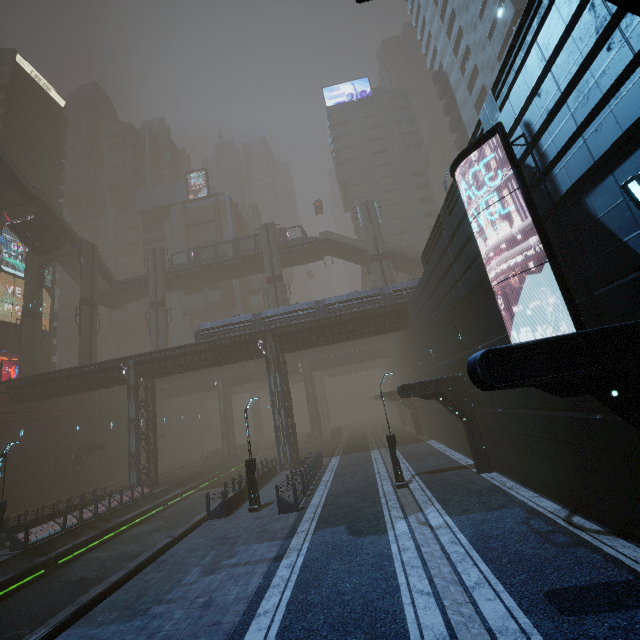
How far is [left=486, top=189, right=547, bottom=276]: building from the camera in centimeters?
938cm

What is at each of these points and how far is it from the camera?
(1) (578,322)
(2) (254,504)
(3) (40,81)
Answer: (1) sign, 7.5 meters
(2) street light, 16.4 meters
(3) sign, 55.5 meters

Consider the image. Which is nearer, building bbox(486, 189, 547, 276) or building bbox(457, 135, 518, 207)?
building bbox(486, 189, 547, 276)

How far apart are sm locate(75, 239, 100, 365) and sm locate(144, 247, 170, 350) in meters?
5.4 m

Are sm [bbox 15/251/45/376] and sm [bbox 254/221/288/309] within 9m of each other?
no

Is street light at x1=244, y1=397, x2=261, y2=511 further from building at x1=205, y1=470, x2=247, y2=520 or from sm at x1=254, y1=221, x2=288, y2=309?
sm at x1=254, y1=221, x2=288, y2=309

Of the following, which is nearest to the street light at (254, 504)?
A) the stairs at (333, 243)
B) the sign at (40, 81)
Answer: the stairs at (333, 243)

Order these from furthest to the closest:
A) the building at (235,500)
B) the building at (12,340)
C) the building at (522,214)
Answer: the building at (12,340), the building at (235,500), the building at (522,214)
